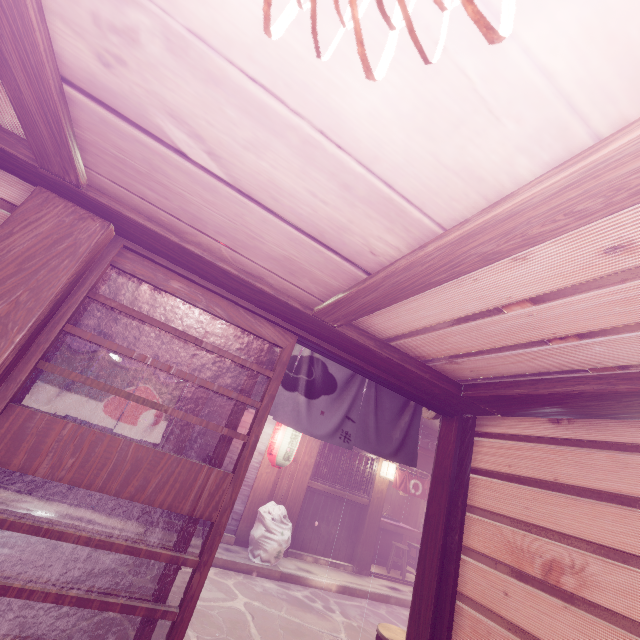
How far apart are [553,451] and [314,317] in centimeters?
398cm

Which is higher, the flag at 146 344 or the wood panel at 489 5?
the wood panel at 489 5

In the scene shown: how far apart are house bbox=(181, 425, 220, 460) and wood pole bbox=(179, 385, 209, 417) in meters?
0.0

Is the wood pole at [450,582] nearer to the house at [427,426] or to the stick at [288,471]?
the house at [427,426]

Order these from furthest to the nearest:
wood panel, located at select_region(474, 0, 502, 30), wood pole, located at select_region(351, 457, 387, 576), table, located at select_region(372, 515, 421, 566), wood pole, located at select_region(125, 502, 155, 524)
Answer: table, located at select_region(372, 515, 421, 566), wood pole, located at select_region(351, 457, 387, 576), wood pole, located at select_region(125, 502, 155, 524), wood panel, located at select_region(474, 0, 502, 30)

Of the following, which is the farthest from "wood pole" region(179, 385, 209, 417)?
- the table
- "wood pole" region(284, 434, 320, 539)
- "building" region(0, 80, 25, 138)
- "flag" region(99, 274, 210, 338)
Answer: the table

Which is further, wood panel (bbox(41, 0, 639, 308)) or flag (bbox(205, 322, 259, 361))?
flag (bbox(205, 322, 259, 361))

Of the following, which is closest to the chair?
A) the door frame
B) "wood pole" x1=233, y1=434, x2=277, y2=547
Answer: the door frame
